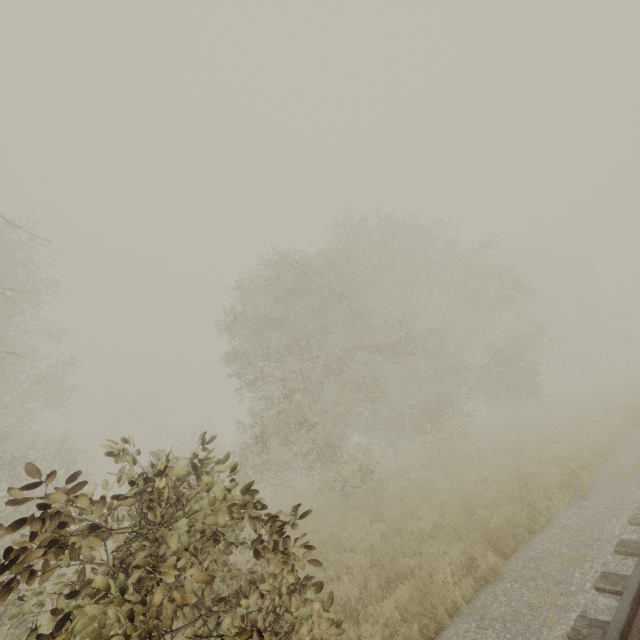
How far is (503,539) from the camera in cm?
616
